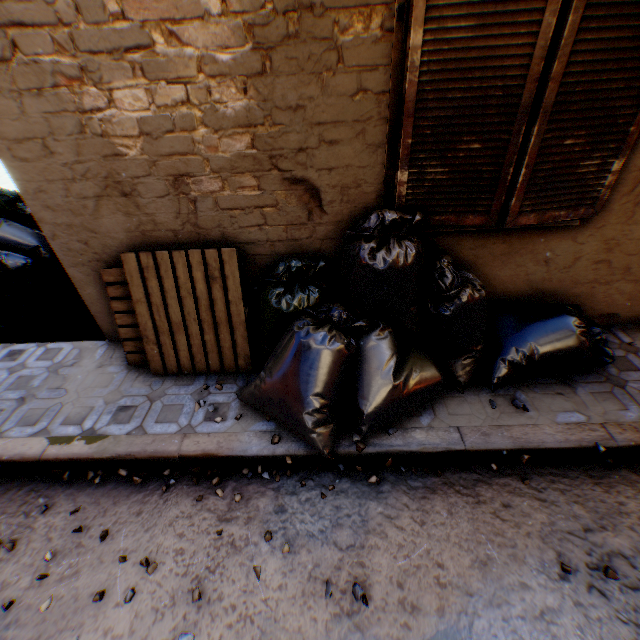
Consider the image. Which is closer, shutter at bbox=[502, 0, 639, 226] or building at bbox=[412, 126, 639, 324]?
shutter at bbox=[502, 0, 639, 226]

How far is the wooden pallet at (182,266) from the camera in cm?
279

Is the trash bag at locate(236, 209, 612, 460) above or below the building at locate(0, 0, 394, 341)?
below

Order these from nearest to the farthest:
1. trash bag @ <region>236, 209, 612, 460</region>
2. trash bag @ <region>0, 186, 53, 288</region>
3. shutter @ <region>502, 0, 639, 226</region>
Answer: shutter @ <region>502, 0, 639, 226</region> → trash bag @ <region>236, 209, 612, 460</region> → trash bag @ <region>0, 186, 53, 288</region>

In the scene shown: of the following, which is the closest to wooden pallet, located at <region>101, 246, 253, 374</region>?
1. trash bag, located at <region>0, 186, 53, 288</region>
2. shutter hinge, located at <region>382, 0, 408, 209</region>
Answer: trash bag, located at <region>0, 186, 53, 288</region>

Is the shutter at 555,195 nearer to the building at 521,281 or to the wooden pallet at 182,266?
the building at 521,281

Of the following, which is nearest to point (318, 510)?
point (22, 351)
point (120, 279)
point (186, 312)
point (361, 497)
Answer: point (361, 497)

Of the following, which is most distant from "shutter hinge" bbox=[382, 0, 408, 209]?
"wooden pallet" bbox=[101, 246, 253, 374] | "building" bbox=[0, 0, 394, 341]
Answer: "wooden pallet" bbox=[101, 246, 253, 374]
